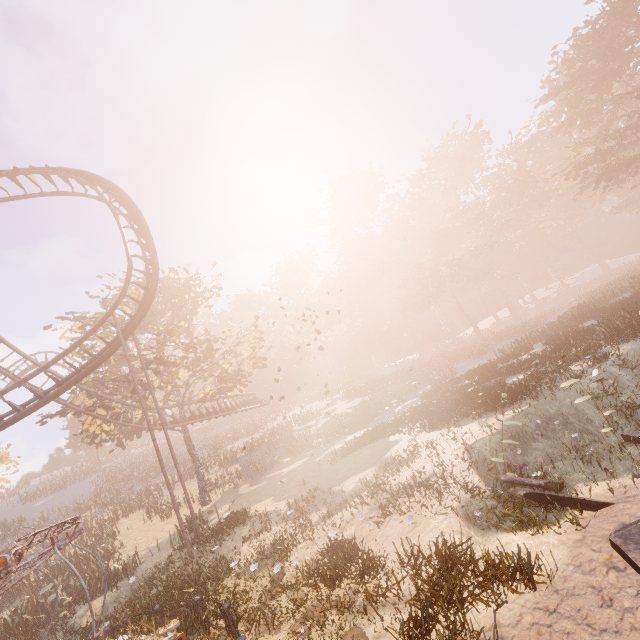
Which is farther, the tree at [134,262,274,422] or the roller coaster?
the tree at [134,262,274,422]

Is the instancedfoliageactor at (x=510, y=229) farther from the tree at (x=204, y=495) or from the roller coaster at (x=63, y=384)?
the roller coaster at (x=63, y=384)

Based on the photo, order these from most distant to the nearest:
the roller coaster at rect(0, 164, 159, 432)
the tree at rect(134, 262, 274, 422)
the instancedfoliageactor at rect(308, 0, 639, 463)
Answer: the tree at rect(134, 262, 274, 422) < the instancedfoliageactor at rect(308, 0, 639, 463) < the roller coaster at rect(0, 164, 159, 432)

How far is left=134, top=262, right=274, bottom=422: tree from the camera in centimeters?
2412cm

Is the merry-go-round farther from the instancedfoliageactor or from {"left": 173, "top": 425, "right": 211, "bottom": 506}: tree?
{"left": 173, "top": 425, "right": 211, "bottom": 506}: tree

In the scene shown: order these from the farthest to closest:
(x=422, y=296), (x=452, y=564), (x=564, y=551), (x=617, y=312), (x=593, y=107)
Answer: (x=422, y=296) → (x=593, y=107) → (x=617, y=312) → (x=452, y=564) → (x=564, y=551)

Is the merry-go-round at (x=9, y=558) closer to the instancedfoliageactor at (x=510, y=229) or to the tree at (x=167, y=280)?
the instancedfoliageactor at (x=510, y=229)
